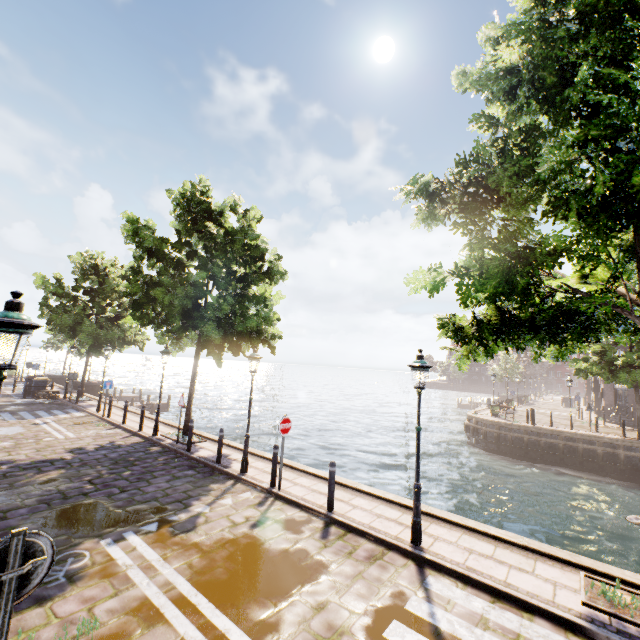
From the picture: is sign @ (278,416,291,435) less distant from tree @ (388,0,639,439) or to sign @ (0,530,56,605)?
tree @ (388,0,639,439)

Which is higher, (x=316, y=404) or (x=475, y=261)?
(x=475, y=261)

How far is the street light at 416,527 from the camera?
6.4 meters

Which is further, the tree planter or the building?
the building

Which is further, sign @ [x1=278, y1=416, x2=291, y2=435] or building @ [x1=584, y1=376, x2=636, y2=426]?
building @ [x1=584, y1=376, x2=636, y2=426]

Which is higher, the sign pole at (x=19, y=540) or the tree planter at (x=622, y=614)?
the sign pole at (x=19, y=540)

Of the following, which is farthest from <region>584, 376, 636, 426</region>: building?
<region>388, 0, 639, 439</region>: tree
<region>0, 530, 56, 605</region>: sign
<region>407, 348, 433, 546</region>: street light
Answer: <region>0, 530, 56, 605</region>: sign

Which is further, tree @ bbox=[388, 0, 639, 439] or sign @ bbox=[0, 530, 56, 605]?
tree @ bbox=[388, 0, 639, 439]
